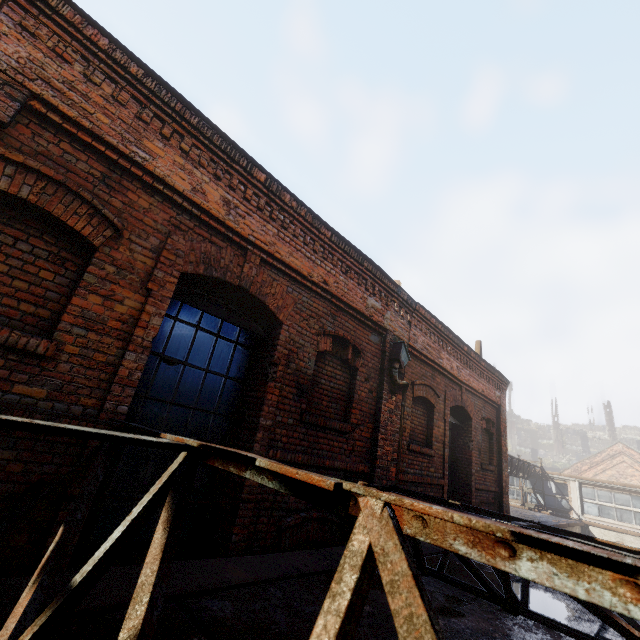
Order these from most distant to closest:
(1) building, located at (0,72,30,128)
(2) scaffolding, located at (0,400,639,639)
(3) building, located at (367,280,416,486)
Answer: (3) building, located at (367,280,416,486) < (1) building, located at (0,72,30,128) < (2) scaffolding, located at (0,400,639,639)

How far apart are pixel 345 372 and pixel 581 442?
70.1 meters

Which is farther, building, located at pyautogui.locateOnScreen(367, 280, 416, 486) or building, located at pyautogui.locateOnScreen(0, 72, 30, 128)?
building, located at pyautogui.locateOnScreen(367, 280, 416, 486)

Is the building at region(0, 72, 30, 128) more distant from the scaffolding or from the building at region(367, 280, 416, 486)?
the building at region(367, 280, 416, 486)

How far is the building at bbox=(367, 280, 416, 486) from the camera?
5.52m

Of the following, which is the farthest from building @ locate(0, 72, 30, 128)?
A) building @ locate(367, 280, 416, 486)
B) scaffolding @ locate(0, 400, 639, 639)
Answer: building @ locate(367, 280, 416, 486)

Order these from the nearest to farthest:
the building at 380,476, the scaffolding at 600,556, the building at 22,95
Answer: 1. the scaffolding at 600,556
2. the building at 22,95
3. the building at 380,476

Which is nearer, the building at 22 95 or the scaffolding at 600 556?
the scaffolding at 600 556
